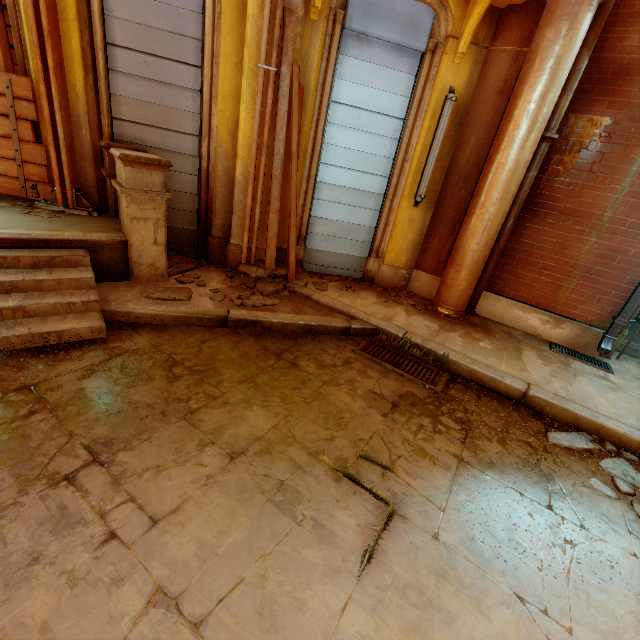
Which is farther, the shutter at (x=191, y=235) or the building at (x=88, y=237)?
the shutter at (x=191, y=235)

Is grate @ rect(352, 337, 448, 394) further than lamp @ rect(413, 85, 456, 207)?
No

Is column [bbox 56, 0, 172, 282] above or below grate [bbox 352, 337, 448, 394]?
above

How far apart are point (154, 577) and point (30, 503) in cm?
86

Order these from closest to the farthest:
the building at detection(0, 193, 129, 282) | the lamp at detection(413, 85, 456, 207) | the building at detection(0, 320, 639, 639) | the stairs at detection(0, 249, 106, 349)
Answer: the building at detection(0, 320, 639, 639), the stairs at detection(0, 249, 106, 349), the building at detection(0, 193, 129, 282), the lamp at detection(413, 85, 456, 207)

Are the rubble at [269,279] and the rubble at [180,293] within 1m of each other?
yes

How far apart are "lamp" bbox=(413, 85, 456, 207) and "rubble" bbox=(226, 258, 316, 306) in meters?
2.1 m

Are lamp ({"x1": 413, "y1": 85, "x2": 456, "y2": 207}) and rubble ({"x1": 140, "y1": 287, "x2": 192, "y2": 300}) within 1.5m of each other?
no
